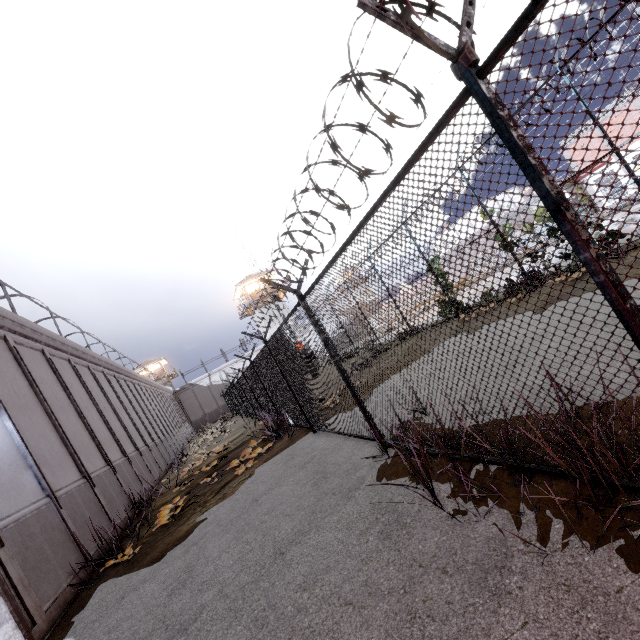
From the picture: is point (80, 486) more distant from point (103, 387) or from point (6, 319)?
point (103, 387)
